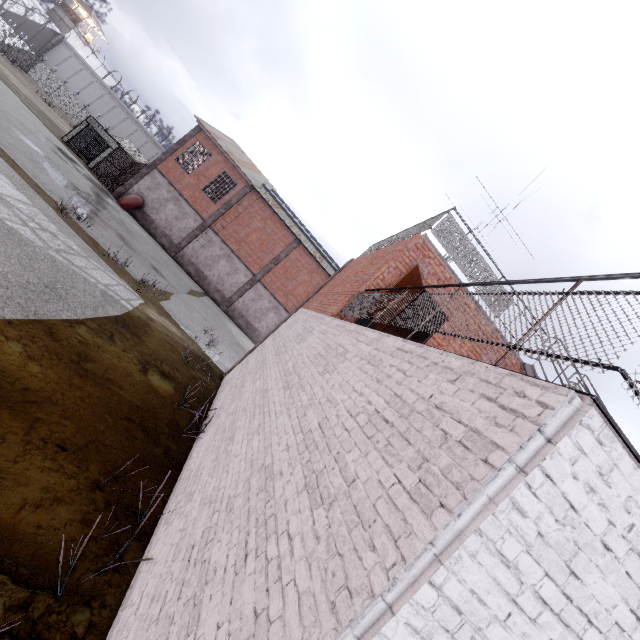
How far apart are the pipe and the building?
54.60m

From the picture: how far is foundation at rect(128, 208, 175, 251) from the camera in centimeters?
2564cm

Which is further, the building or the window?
the building

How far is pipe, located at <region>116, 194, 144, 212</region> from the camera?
23.98m

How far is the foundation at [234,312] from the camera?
27.5m

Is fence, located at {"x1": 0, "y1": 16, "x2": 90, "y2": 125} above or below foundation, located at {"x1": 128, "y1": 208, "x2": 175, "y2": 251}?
above

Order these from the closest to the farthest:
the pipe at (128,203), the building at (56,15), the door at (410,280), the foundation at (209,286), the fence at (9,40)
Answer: the door at (410,280)
the pipe at (128,203)
the foundation at (209,286)
the fence at (9,40)
the building at (56,15)

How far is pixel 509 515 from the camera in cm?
158
